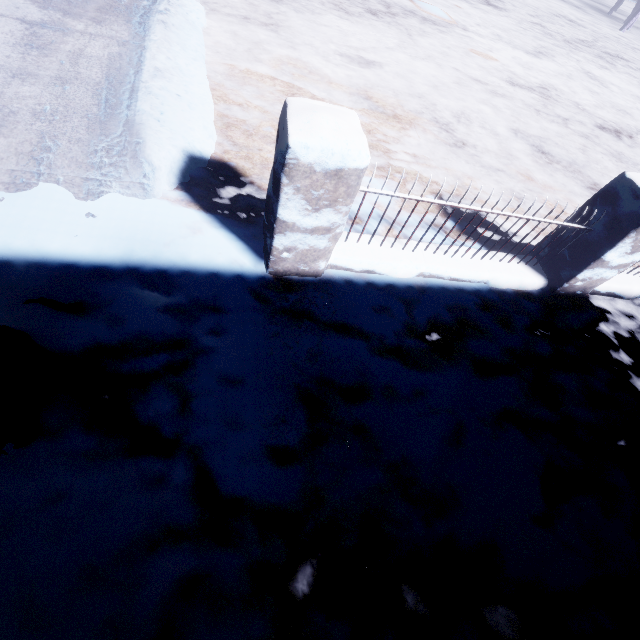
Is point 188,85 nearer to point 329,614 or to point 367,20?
point 329,614
